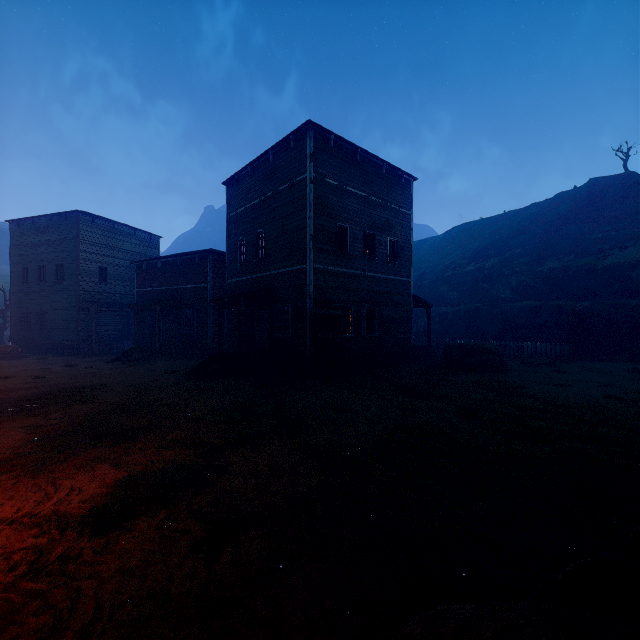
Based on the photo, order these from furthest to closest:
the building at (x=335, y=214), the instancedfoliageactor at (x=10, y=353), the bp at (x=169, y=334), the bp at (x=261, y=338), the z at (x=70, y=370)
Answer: the bp at (x=169, y=334)
the instancedfoliageactor at (x=10, y=353)
the bp at (x=261, y=338)
the building at (x=335, y=214)
the z at (x=70, y=370)

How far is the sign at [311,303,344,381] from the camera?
12.9m

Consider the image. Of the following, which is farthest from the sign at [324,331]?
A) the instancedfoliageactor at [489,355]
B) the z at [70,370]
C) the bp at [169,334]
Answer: the bp at [169,334]

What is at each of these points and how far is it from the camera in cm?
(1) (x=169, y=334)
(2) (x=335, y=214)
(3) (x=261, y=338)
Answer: (1) bp, 2367
(2) building, 1498
(3) bp, 1825

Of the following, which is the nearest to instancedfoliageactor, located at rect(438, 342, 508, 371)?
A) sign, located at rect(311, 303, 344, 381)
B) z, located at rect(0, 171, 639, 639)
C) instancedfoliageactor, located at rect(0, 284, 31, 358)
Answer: z, located at rect(0, 171, 639, 639)

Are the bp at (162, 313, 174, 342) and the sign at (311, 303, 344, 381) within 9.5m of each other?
no

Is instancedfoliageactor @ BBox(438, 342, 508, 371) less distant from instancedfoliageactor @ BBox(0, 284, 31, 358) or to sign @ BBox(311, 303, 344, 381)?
sign @ BBox(311, 303, 344, 381)

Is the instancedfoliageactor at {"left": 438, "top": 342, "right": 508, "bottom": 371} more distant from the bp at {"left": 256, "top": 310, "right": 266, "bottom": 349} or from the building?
the bp at {"left": 256, "top": 310, "right": 266, "bottom": 349}
